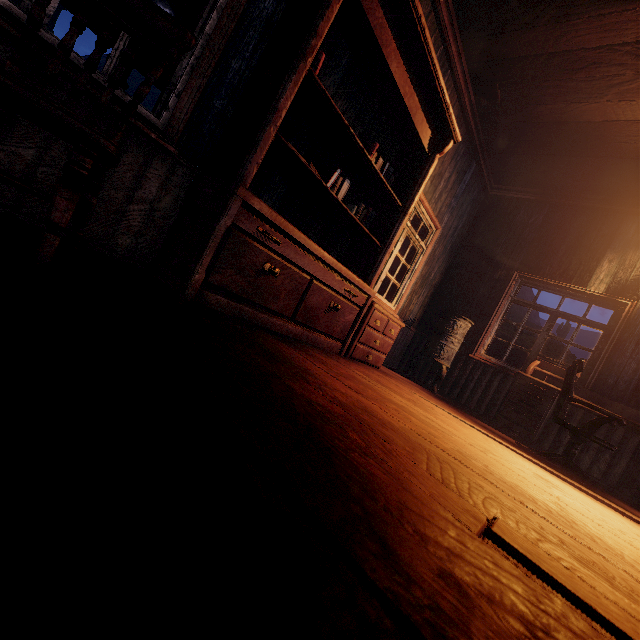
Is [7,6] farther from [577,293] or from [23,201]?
[577,293]

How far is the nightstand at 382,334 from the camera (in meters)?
3.58

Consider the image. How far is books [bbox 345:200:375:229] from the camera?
3.41m

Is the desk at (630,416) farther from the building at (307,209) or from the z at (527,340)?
the z at (527,340)

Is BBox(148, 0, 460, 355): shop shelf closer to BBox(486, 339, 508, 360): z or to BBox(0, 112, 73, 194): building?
BBox(0, 112, 73, 194): building

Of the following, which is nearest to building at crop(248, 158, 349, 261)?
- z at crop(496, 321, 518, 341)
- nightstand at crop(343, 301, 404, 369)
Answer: z at crop(496, 321, 518, 341)

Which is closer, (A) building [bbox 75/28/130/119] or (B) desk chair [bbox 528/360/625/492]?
(A) building [bbox 75/28/130/119]

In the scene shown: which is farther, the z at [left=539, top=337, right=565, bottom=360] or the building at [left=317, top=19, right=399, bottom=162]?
the z at [left=539, top=337, right=565, bottom=360]
